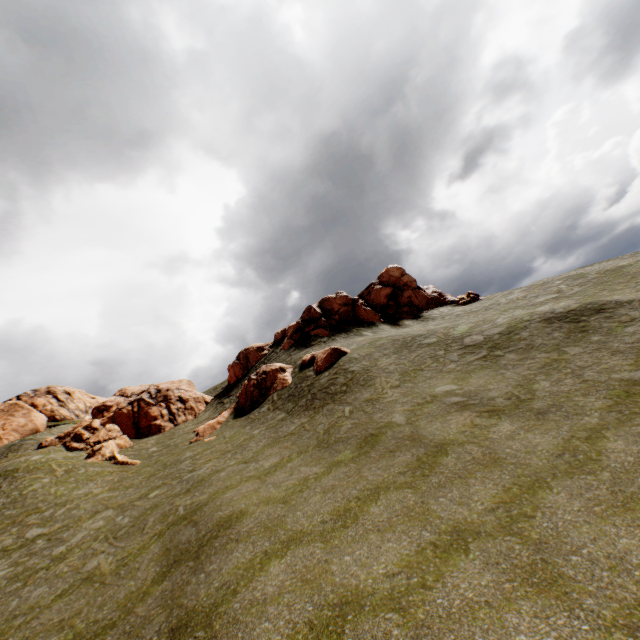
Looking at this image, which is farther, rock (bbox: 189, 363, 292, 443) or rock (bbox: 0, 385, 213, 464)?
rock (bbox: 0, 385, 213, 464)

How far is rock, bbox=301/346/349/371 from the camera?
24.81m

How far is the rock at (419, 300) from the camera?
35.7m

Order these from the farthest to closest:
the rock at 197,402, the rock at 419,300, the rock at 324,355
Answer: the rock at 419,300 < the rock at 197,402 < the rock at 324,355

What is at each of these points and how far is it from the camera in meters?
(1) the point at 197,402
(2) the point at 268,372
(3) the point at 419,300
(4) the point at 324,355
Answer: (1) rock, 38.8 m
(2) rock, 29.2 m
(3) rock, 41.8 m
(4) rock, 25.6 m

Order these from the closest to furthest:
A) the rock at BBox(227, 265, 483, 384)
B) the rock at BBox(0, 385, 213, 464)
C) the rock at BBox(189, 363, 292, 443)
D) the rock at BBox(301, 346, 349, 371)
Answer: the rock at BBox(301, 346, 349, 371)
the rock at BBox(189, 363, 292, 443)
the rock at BBox(0, 385, 213, 464)
the rock at BBox(227, 265, 483, 384)
